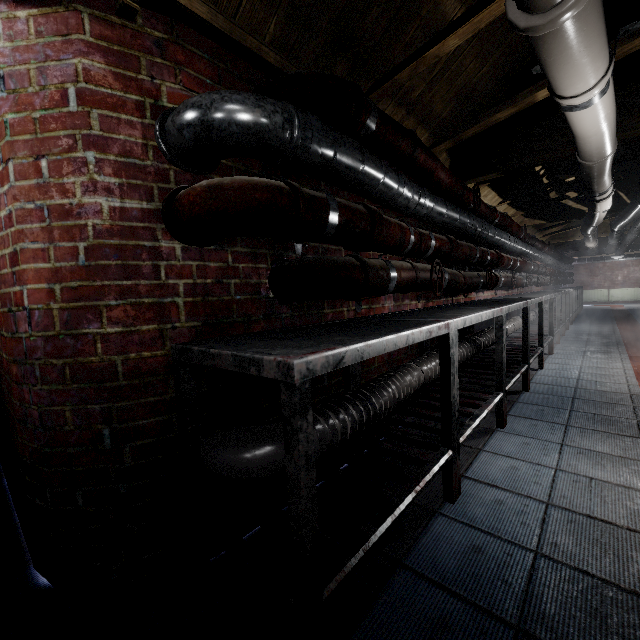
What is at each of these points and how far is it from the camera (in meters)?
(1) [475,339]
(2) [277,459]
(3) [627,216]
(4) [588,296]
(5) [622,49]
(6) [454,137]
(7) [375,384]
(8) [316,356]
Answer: (1) pipe, 3.02
(2) pipe, 1.08
(3) pipe, 4.13
(4) radiator, 14.76
(5) beam, 1.76
(6) beam, 2.35
(7) pipe, 1.68
(8) table, 0.75

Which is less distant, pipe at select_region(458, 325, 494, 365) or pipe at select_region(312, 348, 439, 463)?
pipe at select_region(312, 348, 439, 463)

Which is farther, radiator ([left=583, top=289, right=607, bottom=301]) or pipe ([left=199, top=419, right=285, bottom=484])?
radiator ([left=583, top=289, right=607, bottom=301])

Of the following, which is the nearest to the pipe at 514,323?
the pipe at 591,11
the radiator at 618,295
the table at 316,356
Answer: the table at 316,356

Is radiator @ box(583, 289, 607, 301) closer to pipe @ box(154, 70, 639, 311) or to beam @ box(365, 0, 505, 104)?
pipe @ box(154, 70, 639, 311)

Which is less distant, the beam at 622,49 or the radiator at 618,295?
the beam at 622,49

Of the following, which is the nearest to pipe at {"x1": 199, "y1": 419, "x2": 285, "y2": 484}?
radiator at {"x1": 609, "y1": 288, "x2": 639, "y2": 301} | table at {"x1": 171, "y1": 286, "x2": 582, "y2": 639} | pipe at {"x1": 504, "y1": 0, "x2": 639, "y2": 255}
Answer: table at {"x1": 171, "y1": 286, "x2": 582, "y2": 639}

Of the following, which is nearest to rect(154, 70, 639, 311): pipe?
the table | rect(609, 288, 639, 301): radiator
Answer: the table
